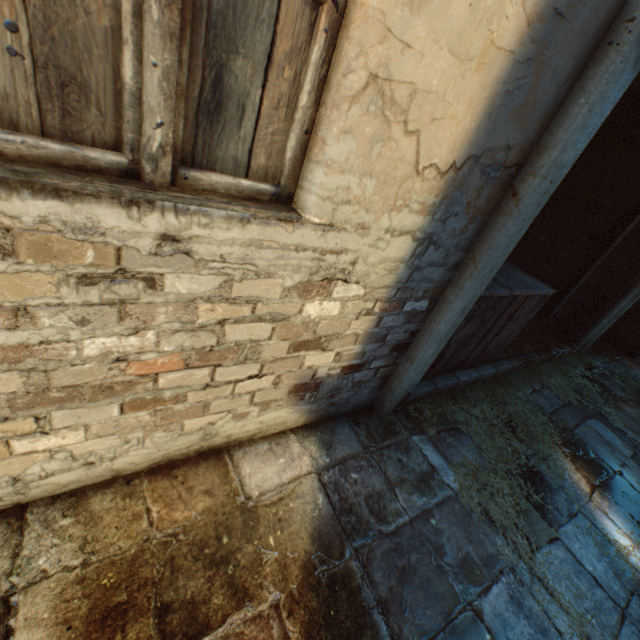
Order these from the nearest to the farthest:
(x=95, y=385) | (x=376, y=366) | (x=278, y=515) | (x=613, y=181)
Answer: (x=95, y=385), (x=278, y=515), (x=376, y=366), (x=613, y=181)

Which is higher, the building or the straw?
the building

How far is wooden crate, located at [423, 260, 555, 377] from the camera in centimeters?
270cm

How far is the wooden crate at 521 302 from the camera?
2.70m

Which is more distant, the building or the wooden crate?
the wooden crate

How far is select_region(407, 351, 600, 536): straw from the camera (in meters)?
2.37

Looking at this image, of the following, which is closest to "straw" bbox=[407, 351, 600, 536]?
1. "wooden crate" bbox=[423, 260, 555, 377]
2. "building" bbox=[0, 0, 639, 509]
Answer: "wooden crate" bbox=[423, 260, 555, 377]

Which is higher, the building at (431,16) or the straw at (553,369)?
the building at (431,16)
